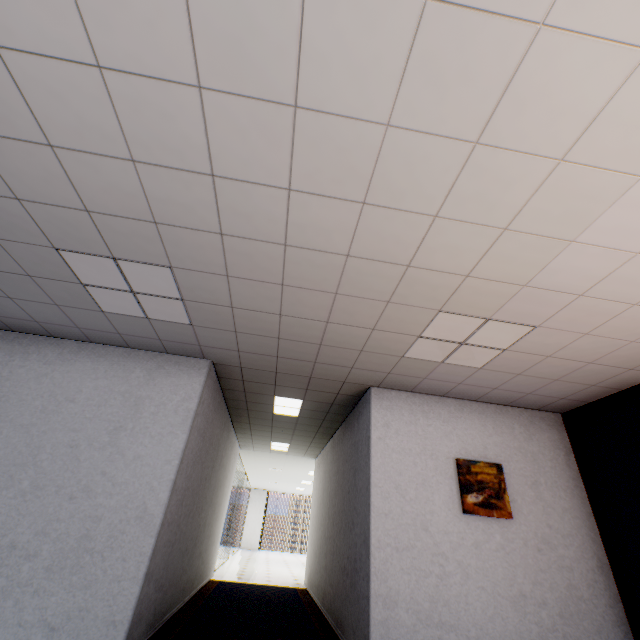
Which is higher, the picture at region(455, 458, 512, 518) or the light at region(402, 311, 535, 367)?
the light at region(402, 311, 535, 367)

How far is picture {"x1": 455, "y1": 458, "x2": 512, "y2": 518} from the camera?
4.0 meters

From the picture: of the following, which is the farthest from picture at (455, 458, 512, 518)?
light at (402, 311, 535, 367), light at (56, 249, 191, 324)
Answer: light at (56, 249, 191, 324)

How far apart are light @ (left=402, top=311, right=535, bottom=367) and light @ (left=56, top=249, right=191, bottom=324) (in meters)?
2.51

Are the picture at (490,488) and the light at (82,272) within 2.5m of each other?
no

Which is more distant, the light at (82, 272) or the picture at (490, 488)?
the picture at (490, 488)

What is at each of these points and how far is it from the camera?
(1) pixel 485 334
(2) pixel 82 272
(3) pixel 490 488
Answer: (1) light, 3.3 meters
(2) light, 3.1 meters
(3) picture, 4.2 meters
